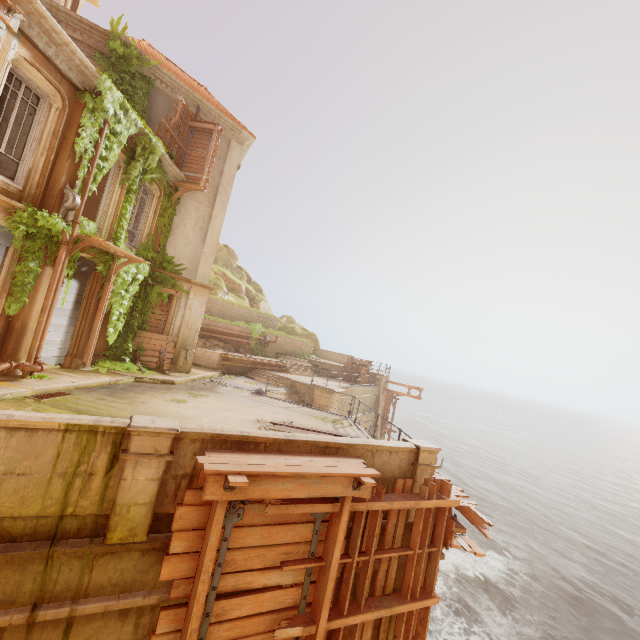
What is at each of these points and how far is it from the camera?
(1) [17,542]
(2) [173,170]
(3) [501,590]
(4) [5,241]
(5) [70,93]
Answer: (1) building, 3.77m
(2) trim, 14.20m
(3) rock, 16.08m
(4) shutter, 8.45m
(5) window, 9.23m

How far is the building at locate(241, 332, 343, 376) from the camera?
24.7 meters

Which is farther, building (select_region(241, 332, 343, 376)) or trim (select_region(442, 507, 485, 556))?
building (select_region(241, 332, 343, 376))

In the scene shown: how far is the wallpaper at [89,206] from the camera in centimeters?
1711cm

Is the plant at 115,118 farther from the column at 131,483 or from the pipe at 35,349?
the column at 131,483

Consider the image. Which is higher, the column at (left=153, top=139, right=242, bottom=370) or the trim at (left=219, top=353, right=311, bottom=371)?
the column at (left=153, top=139, right=242, bottom=370)

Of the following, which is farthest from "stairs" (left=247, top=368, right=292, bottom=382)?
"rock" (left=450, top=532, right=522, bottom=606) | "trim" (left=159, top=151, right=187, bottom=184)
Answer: "trim" (left=159, top=151, right=187, bottom=184)

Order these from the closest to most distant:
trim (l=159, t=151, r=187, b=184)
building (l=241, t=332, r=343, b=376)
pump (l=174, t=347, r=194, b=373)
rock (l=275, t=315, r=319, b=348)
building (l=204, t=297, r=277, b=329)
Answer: trim (l=159, t=151, r=187, b=184) < pump (l=174, t=347, r=194, b=373) < building (l=204, t=297, r=277, b=329) < building (l=241, t=332, r=343, b=376) < rock (l=275, t=315, r=319, b=348)
